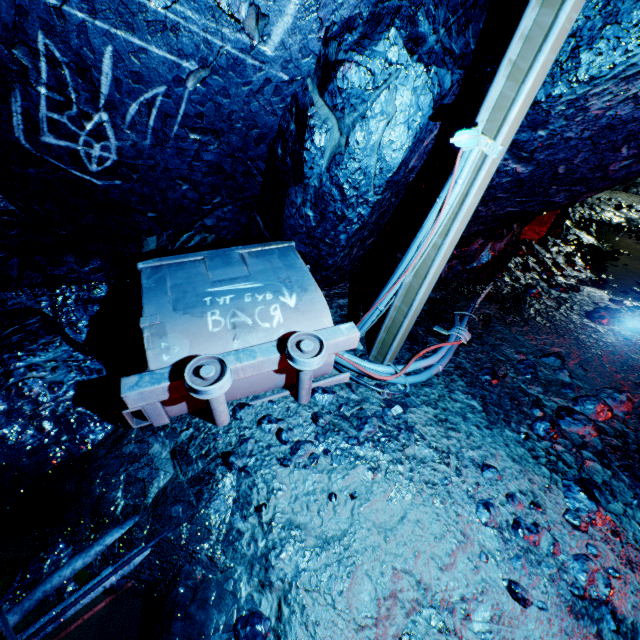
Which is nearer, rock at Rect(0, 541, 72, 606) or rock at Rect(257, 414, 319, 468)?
rock at Rect(0, 541, 72, 606)

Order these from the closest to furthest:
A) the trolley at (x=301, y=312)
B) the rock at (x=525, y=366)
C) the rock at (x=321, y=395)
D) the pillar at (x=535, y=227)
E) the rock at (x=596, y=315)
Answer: the trolley at (x=301, y=312) < the rock at (x=321, y=395) < the rock at (x=525, y=366) < the rock at (x=596, y=315) < the pillar at (x=535, y=227)

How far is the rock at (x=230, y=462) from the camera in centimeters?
210cm

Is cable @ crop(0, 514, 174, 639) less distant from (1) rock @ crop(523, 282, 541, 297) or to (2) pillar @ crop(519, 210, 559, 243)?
(1) rock @ crop(523, 282, 541, 297)

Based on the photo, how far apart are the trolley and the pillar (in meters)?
5.12

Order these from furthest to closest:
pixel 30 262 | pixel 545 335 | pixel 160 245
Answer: pixel 545 335 → pixel 160 245 → pixel 30 262

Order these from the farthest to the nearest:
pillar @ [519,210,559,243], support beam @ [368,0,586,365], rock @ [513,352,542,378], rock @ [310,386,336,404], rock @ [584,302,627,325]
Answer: pillar @ [519,210,559,243], rock @ [584,302,627,325], rock @ [513,352,542,378], rock @ [310,386,336,404], support beam @ [368,0,586,365]

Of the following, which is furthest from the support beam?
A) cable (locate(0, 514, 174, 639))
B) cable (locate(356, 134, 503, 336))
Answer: cable (locate(0, 514, 174, 639))
